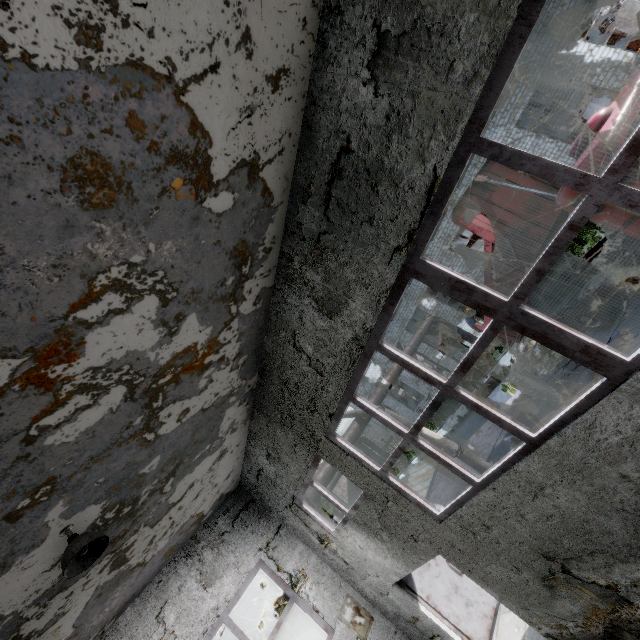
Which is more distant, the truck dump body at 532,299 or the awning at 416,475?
the truck dump body at 532,299

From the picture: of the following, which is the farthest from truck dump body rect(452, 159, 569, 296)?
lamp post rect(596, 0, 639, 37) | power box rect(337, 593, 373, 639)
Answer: power box rect(337, 593, 373, 639)

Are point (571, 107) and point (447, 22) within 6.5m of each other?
no

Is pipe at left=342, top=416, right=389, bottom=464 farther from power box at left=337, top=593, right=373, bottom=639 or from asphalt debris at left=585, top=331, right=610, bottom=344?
asphalt debris at left=585, top=331, right=610, bottom=344

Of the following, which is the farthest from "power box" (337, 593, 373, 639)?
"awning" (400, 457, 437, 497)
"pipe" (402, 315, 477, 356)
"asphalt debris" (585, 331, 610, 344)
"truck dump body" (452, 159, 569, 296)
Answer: "truck dump body" (452, 159, 569, 296)

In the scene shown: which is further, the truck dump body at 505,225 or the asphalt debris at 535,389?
the asphalt debris at 535,389

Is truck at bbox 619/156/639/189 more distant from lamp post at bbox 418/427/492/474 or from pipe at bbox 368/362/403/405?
pipe at bbox 368/362/403/405

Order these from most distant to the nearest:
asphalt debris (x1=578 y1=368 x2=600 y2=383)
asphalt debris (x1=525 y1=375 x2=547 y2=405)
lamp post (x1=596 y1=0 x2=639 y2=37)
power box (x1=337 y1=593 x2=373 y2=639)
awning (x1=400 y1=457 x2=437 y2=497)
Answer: asphalt debris (x1=525 y1=375 x2=547 y2=405), asphalt debris (x1=578 y1=368 x2=600 y2=383), power box (x1=337 y1=593 x2=373 y2=639), awning (x1=400 y1=457 x2=437 y2=497), lamp post (x1=596 y1=0 x2=639 y2=37)
